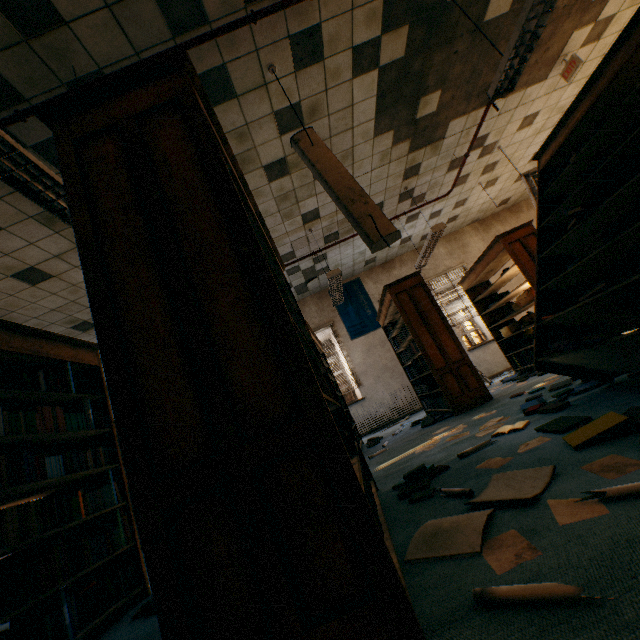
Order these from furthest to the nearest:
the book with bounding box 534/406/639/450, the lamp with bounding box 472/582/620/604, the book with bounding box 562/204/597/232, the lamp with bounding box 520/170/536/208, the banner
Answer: the banner, the lamp with bounding box 520/170/536/208, the book with bounding box 562/204/597/232, the book with bounding box 534/406/639/450, the lamp with bounding box 472/582/620/604

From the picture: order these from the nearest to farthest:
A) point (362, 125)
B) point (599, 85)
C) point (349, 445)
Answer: point (349, 445), point (599, 85), point (362, 125)

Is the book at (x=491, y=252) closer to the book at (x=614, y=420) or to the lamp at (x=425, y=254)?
the lamp at (x=425, y=254)

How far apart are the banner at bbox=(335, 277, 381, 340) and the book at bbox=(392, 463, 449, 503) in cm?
611

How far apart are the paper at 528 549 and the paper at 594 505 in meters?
0.2

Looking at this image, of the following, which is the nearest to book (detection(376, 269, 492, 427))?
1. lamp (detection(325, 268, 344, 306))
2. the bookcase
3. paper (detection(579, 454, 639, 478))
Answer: lamp (detection(325, 268, 344, 306))

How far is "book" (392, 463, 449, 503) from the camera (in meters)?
1.97

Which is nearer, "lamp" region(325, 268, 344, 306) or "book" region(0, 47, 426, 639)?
"book" region(0, 47, 426, 639)
